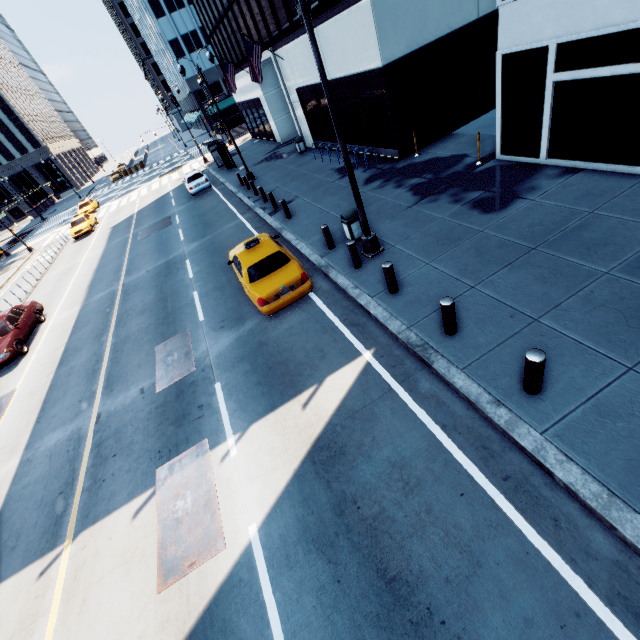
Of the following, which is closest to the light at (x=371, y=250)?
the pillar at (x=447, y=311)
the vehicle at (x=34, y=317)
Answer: the pillar at (x=447, y=311)

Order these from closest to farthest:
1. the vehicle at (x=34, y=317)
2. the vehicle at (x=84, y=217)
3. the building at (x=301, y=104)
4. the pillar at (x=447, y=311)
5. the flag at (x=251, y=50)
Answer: the pillar at (x=447, y=311), the vehicle at (x=34, y=317), the building at (x=301, y=104), the flag at (x=251, y=50), the vehicle at (x=84, y=217)

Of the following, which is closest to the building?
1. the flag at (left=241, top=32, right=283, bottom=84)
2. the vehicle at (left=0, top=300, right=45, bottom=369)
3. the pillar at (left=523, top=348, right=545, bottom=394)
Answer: the flag at (left=241, top=32, right=283, bottom=84)

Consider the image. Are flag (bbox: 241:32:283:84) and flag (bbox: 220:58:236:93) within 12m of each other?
yes

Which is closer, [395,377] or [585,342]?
[585,342]

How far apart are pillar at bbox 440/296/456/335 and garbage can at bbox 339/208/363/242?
5.19m

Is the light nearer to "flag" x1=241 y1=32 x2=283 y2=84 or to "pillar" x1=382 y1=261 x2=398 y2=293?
"pillar" x1=382 y1=261 x2=398 y2=293

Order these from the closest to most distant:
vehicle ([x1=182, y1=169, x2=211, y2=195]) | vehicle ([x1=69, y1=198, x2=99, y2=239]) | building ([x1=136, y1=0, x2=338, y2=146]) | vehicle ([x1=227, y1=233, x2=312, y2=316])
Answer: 1. vehicle ([x1=227, y1=233, x2=312, y2=316])
2. building ([x1=136, y1=0, x2=338, y2=146])
3. vehicle ([x1=182, y1=169, x2=211, y2=195])
4. vehicle ([x1=69, y1=198, x2=99, y2=239])
